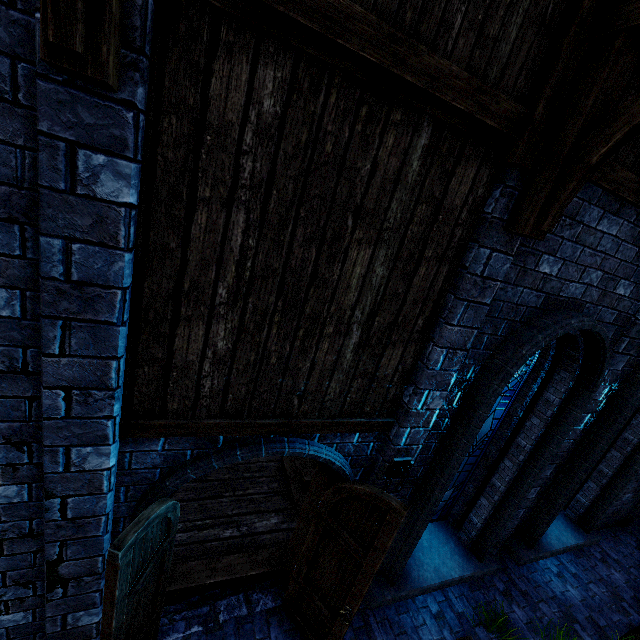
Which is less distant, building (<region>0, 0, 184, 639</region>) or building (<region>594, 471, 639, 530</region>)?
building (<region>0, 0, 184, 639</region>)

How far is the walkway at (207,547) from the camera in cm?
436

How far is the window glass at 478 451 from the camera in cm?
450

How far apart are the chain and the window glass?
0.8 meters

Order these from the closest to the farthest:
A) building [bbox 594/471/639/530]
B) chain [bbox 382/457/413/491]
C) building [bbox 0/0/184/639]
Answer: building [bbox 0/0/184/639]
chain [bbox 382/457/413/491]
building [bbox 594/471/639/530]

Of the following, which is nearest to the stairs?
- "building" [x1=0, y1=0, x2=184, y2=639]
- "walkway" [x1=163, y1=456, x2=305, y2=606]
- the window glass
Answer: "walkway" [x1=163, y1=456, x2=305, y2=606]

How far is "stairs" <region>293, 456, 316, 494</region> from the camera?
6.0 meters

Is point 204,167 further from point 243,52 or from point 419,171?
point 419,171
